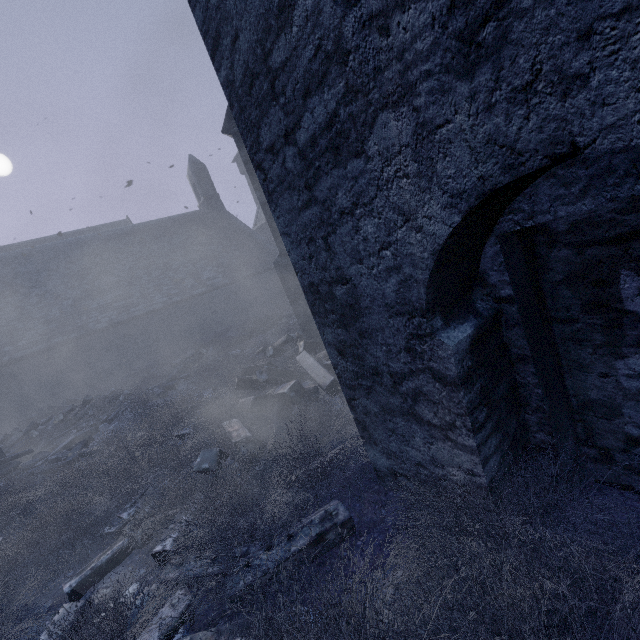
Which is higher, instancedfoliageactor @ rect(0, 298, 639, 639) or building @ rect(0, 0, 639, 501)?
building @ rect(0, 0, 639, 501)

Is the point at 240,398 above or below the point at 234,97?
below

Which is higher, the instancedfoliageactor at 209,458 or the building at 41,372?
the building at 41,372
